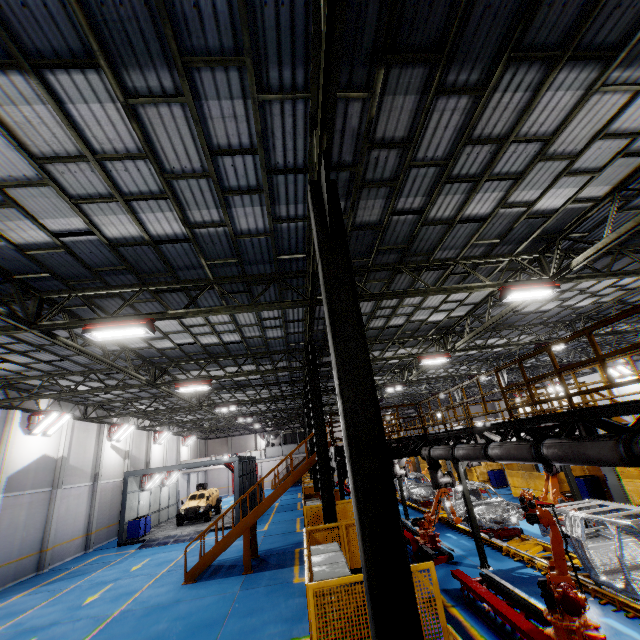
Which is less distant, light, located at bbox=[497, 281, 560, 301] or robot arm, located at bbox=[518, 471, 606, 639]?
robot arm, located at bbox=[518, 471, 606, 639]

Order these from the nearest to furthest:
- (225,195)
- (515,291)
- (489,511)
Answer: (225,195)
(515,291)
(489,511)

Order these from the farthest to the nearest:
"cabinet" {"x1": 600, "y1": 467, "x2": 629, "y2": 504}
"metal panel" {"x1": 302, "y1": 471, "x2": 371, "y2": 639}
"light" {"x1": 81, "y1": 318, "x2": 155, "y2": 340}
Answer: "cabinet" {"x1": 600, "y1": 467, "x2": 629, "y2": 504} < "light" {"x1": 81, "y1": 318, "x2": 155, "y2": 340} < "metal panel" {"x1": 302, "y1": 471, "x2": 371, "y2": 639}

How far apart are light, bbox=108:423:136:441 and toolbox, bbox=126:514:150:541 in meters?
5.9 m

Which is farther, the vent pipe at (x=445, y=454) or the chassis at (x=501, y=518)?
the chassis at (x=501, y=518)

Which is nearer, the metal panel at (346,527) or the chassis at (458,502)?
the metal panel at (346,527)

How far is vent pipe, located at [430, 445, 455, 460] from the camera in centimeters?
1052cm

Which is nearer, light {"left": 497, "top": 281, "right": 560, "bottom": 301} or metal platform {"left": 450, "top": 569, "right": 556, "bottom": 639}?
metal platform {"left": 450, "top": 569, "right": 556, "bottom": 639}
